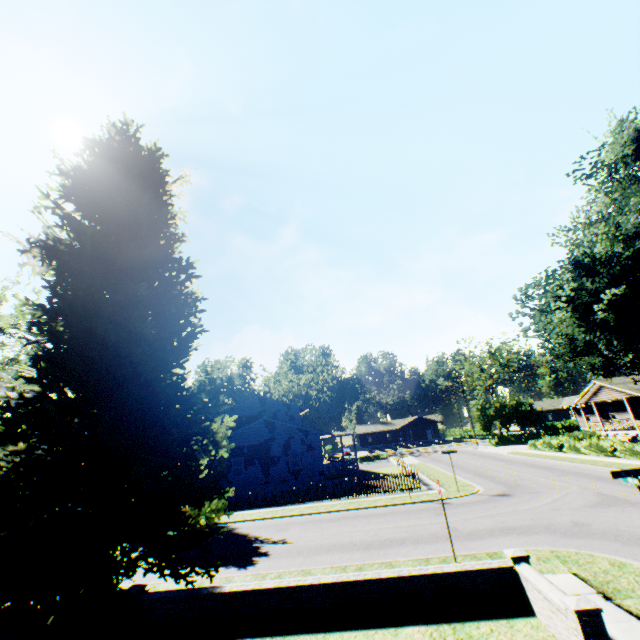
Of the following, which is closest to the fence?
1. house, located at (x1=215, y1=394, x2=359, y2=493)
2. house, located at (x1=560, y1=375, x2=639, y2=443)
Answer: house, located at (x1=215, y1=394, x2=359, y2=493)

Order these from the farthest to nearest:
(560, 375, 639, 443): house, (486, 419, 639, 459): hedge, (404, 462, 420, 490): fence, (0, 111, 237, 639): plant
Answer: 1. (560, 375, 639, 443): house
2. (486, 419, 639, 459): hedge
3. (404, 462, 420, 490): fence
4. (0, 111, 237, 639): plant

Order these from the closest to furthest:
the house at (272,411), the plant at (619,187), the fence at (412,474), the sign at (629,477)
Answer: the sign at (629,477) < the plant at (619,187) < the fence at (412,474) < the house at (272,411)

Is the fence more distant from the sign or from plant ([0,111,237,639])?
the sign

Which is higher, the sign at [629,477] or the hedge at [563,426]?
the sign at [629,477]

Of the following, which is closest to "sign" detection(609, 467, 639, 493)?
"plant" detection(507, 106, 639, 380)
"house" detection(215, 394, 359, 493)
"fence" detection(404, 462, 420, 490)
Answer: "plant" detection(507, 106, 639, 380)

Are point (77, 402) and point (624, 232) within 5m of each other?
no

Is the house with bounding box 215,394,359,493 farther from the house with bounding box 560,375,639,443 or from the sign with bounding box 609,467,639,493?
the house with bounding box 560,375,639,443
